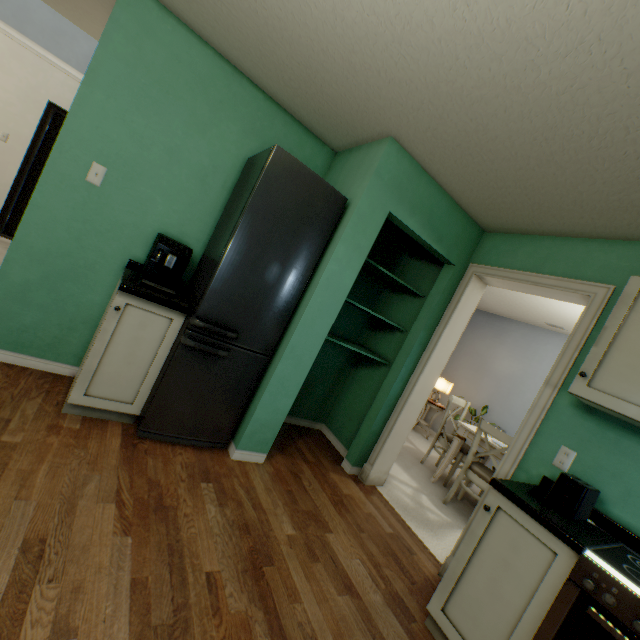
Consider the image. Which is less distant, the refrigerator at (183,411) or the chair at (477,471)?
the refrigerator at (183,411)

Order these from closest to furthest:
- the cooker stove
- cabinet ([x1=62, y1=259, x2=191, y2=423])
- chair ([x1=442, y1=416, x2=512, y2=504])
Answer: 1. the cooker stove
2. cabinet ([x1=62, y1=259, x2=191, y2=423])
3. chair ([x1=442, y1=416, x2=512, y2=504])

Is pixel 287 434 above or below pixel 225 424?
below

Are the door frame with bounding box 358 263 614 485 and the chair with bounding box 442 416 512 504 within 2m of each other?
yes

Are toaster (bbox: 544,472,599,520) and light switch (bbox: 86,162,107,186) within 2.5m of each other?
no

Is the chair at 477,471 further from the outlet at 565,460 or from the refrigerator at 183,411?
the refrigerator at 183,411

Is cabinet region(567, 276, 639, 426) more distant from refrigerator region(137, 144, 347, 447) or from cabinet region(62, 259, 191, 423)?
cabinet region(62, 259, 191, 423)

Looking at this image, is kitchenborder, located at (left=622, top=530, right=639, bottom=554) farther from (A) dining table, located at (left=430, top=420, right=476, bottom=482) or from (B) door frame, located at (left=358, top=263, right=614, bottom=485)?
(A) dining table, located at (left=430, top=420, right=476, bottom=482)
